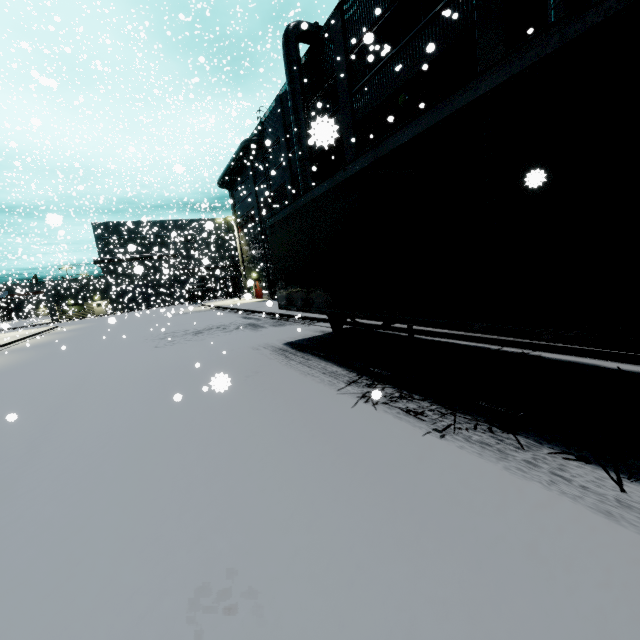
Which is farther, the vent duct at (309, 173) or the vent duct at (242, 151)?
the vent duct at (242, 151)

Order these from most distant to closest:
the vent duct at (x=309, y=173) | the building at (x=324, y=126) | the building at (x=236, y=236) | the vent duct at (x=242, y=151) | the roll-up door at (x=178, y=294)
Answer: the roll-up door at (x=178, y=294) → the vent duct at (x=242, y=151) → the building at (x=236, y=236) → the vent duct at (x=309, y=173) → the building at (x=324, y=126)

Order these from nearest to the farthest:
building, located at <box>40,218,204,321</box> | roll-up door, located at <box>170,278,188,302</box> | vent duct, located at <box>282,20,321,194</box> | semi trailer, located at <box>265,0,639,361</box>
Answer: semi trailer, located at <box>265,0,639,361</box>, vent duct, located at <box>282,20,321,194</box>, building, located at <box>40,218,204,321</box>, roll-up door, located at <box>170,278,188,302</box>

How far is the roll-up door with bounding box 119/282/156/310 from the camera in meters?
40.6 m

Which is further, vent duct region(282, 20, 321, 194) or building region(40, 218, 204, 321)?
building region(40, 218, 204, 321)

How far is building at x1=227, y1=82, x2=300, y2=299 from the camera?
23.06m

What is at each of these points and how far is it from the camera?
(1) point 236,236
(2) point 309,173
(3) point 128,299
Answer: (1) building, 38.4 meters
(2) vent duct, 18.7 meters
(3) roll-up door, 55.5 meters

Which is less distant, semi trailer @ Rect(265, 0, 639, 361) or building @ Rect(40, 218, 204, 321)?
semi trailer @ Rect(265, 0, 639, 361)
